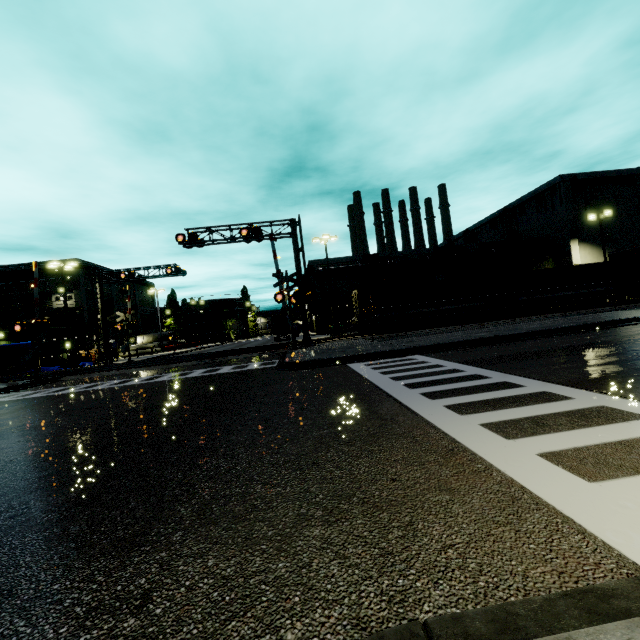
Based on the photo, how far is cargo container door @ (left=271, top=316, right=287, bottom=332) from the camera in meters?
45.0

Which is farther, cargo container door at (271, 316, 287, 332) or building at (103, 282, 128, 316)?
building at (103, 282, 128, 316)

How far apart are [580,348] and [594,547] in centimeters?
955cm

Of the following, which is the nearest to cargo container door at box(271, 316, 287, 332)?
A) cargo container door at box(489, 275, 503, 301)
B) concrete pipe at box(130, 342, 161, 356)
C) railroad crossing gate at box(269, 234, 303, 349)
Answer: railroad crossing gate at box(269, 234, 303, 349)

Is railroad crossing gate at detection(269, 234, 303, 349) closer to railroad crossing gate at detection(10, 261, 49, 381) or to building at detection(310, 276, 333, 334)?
building at detection(310, 276, 333, 334)

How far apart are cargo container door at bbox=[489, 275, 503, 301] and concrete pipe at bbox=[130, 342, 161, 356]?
49.9m

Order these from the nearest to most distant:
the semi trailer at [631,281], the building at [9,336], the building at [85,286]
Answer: the semi trailer at [631,281], the building at [9,336], the building at [85,286]

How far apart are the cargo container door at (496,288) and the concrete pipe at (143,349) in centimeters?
4985cm
